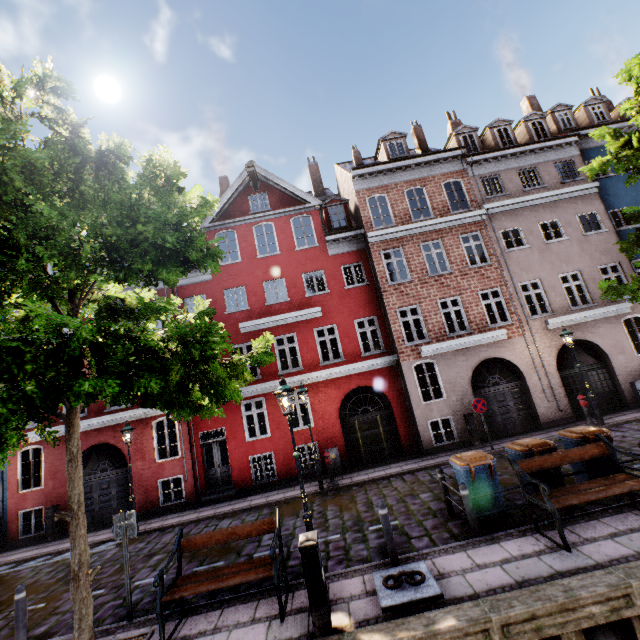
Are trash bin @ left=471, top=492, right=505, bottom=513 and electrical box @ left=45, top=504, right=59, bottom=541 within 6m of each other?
no

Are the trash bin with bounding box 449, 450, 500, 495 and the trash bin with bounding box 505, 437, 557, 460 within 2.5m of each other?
yes

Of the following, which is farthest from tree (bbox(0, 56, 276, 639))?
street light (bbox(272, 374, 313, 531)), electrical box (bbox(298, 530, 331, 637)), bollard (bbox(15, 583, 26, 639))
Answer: electrical box (bbox(298, 530, 331, 637))

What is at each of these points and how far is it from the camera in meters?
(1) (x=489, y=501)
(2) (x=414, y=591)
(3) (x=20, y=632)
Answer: (1) trash bin, 7.0 m
(2) boat ring, 5.2 m
(3) bollard, 6.0 m

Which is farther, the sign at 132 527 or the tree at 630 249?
the tree at 630 249

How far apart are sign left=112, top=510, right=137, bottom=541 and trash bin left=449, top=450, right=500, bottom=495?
6.97m

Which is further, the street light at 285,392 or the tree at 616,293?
the tree at 616,293

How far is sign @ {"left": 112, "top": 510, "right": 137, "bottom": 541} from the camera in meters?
6.6
